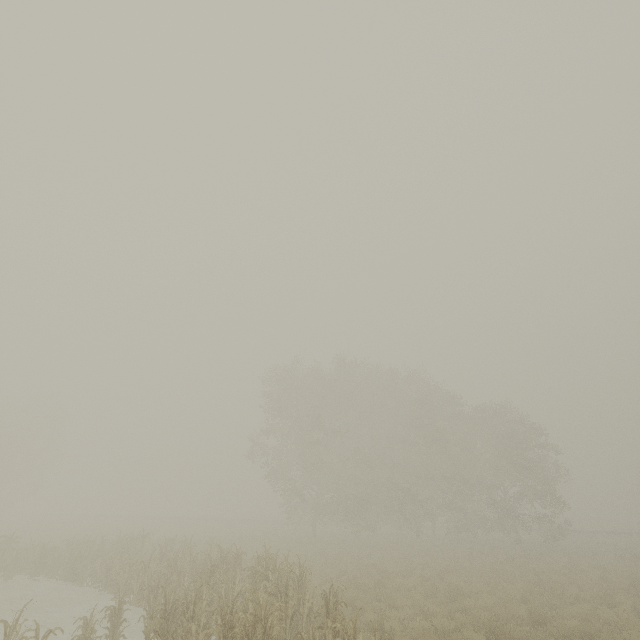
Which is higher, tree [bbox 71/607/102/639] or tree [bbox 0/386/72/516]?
tree [bbox 0/386/72/516]

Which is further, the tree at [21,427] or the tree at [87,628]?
the tree at [21,427]

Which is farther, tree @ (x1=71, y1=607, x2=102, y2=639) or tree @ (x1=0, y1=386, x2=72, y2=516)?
tree @ (x1=0, y1=386, x2=72, y2=516)

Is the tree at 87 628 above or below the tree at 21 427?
below

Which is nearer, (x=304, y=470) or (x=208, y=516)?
(x=304, y=470)
